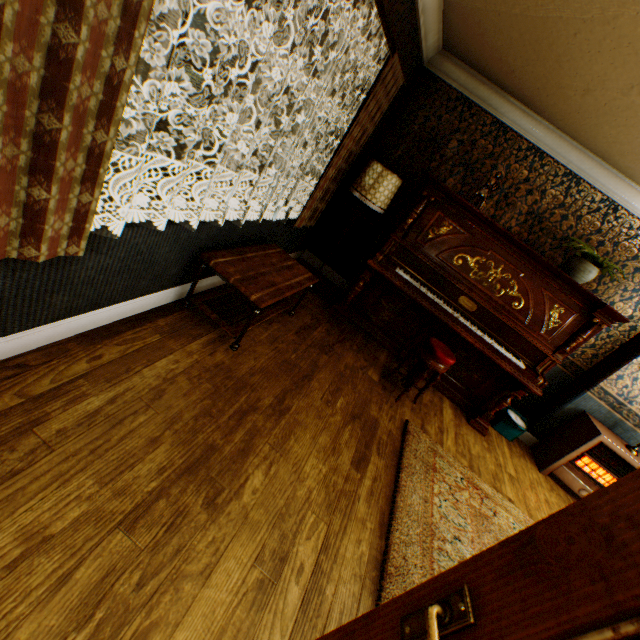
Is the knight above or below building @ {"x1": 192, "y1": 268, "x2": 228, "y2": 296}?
above

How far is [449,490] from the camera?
2.9m

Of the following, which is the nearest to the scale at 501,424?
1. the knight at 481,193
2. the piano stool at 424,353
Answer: the piano stool at 424,353

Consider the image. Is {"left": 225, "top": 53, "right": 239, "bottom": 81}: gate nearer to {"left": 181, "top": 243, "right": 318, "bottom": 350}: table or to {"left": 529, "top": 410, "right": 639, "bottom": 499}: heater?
{"left": 181, "top": 243, "right": 318, "bottom": 350}: table

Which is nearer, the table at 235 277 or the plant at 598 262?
the table at 235 277

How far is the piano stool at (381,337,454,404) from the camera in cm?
335

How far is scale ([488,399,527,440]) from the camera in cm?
436

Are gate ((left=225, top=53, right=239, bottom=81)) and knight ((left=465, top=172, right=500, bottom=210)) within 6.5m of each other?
no
